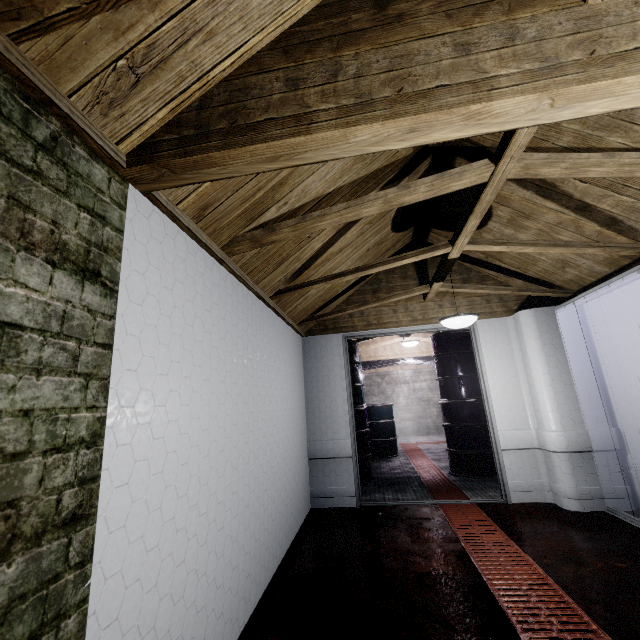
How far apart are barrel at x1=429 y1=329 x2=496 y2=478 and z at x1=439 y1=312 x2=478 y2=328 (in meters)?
1.84

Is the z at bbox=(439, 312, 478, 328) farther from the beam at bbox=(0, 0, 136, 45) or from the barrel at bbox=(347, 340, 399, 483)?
the barrel at bbox=(347, 340, 399, 483)

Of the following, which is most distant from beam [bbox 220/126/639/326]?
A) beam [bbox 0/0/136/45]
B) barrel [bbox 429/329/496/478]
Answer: barrel [bbox 429/329/496/478]

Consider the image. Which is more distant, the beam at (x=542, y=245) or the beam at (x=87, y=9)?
the beam at (x=542, y=245)

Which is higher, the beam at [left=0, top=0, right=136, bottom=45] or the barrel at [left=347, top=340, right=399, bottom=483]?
the beam at [left=0, top=0, right=136, bottom=45]

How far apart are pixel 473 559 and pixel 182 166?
3.0m

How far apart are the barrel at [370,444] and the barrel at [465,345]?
1.3 meters

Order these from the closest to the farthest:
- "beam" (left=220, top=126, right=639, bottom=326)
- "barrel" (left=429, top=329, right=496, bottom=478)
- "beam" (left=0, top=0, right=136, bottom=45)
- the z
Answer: "beam" (left=0, top=0, right=136, bottom=45)
"beam" (left=220, top=126, right=639, bottom=326)
the z
"barrel" (left=429, top=329, right=496, bottom=478)
